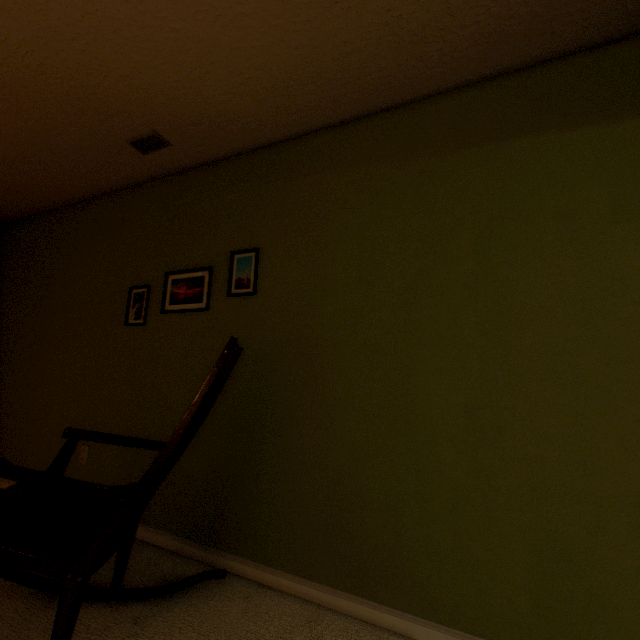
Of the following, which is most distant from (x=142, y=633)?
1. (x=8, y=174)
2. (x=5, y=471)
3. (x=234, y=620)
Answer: (x=8, y=174)

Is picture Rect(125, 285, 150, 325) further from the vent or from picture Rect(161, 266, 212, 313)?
the vent

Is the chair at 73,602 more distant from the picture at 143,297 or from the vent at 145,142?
the vent at 145,142

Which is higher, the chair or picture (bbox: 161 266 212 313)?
picture (bbox: 161 266 212 313)

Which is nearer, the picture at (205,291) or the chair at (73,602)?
the chair at (73,602)

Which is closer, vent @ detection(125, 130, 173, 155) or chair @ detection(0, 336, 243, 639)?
chair @ detection(0, 336, 243, 639)

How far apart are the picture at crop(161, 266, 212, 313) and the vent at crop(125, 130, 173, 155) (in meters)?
0.83

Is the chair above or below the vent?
below
